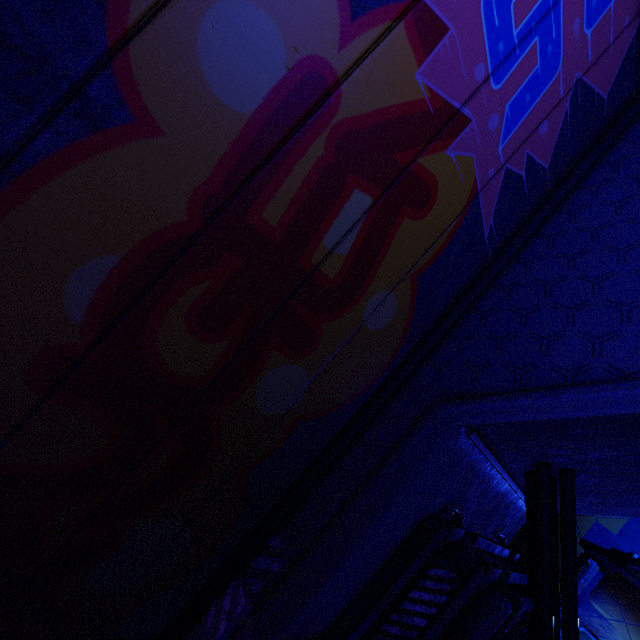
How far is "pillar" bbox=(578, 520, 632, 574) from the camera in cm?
788

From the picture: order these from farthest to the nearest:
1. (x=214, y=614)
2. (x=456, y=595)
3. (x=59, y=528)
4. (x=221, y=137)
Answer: (x=214, y=614)
(x=456, y=595)
(x=59, y=528)
(x=221, y=137)

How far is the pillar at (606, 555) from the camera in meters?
7.9

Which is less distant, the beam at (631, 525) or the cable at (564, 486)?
the cable at (564, 486)

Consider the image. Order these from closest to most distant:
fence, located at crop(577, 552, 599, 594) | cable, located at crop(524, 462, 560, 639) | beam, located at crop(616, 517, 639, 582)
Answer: cable, located at crop(524, 462, 560, 639)
fence, located at crop(577, 552, 599, 594)
beam, located at crop(616, 517, 639, 582)

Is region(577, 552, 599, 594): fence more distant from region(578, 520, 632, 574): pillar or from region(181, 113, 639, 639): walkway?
region(181, 113, 639, 639): walkway

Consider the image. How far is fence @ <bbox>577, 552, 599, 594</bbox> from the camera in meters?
6.4

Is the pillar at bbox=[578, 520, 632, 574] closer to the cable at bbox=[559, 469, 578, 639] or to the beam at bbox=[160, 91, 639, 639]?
the cable at bbox=[559, 469, 578, 639]
